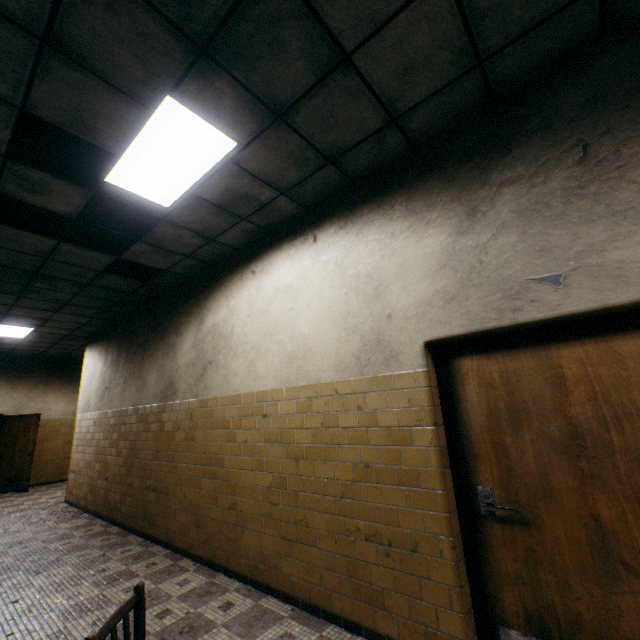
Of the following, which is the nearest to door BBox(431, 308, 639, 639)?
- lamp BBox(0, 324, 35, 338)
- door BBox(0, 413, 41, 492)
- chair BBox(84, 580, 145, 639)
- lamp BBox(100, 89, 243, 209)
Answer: chair BBox(84, 580, 145, 639)

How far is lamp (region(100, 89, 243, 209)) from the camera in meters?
2.5

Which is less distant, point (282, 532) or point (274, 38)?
point (274, 38)

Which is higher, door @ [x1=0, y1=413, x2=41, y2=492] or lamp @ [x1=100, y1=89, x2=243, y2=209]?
lamp @ [x1=100, y1=89, x2=243, y2=209]

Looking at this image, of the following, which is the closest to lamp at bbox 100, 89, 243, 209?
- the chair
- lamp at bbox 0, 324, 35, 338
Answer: the chair

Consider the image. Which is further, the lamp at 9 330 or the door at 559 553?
the lamp at 9 330

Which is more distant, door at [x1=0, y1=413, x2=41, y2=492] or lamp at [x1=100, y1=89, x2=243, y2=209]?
door at [x1=0, y1=413, x2=41, y2=492]

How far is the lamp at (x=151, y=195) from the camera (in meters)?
2.51
